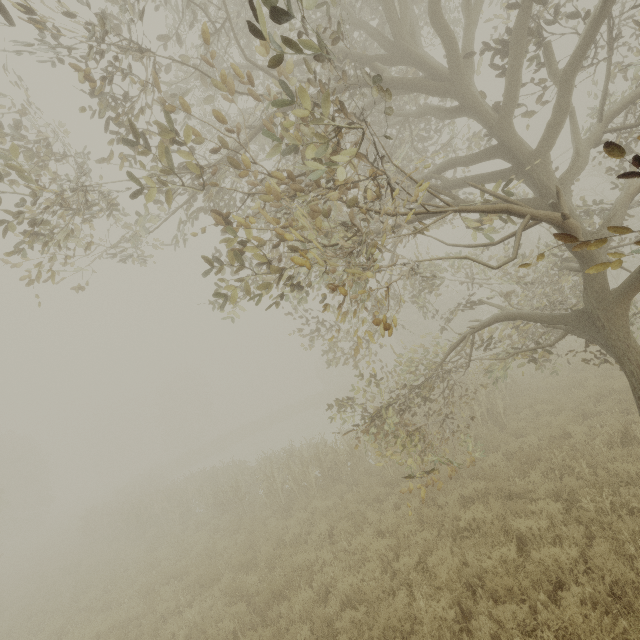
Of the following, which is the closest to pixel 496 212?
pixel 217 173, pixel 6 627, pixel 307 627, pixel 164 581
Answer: pixel 217 173
